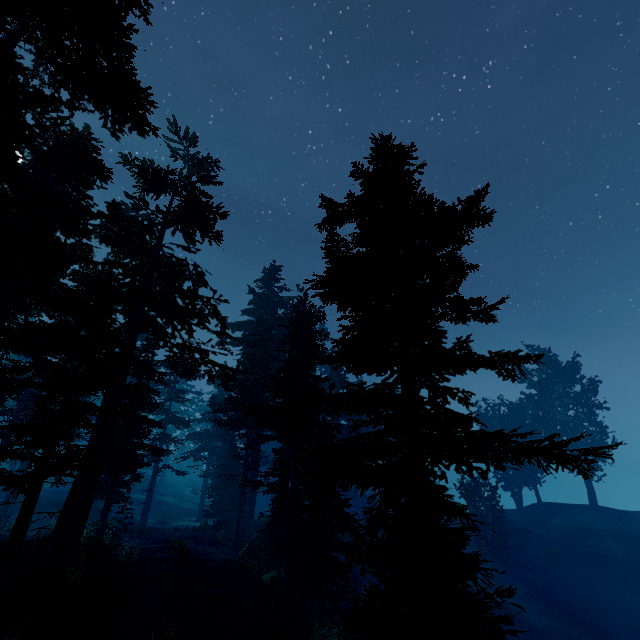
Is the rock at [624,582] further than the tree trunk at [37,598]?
Yes

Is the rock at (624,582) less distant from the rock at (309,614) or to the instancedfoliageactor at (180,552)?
the instancedfoliageactor at (180,552)

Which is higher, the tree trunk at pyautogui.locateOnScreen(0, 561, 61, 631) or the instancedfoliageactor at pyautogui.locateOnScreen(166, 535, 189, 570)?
the tree trunk at pyautogui.locateOnScreen(0, 561, 61, 631)

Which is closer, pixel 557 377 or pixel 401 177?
pixel 401 177

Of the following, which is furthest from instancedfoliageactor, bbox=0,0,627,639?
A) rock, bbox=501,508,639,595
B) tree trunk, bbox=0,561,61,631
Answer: tree trunk, bbox=0,561,61,631

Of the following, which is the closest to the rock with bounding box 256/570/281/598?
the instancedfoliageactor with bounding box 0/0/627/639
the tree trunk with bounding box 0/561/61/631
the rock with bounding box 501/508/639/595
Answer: the instancedfoliageactor with bounding box 0/0/627/639

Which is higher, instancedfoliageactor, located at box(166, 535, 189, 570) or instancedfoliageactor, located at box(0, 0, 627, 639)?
instancedfoliageactor, located at box(0, 0, 627, 639)

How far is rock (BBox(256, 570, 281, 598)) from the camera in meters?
15.1
